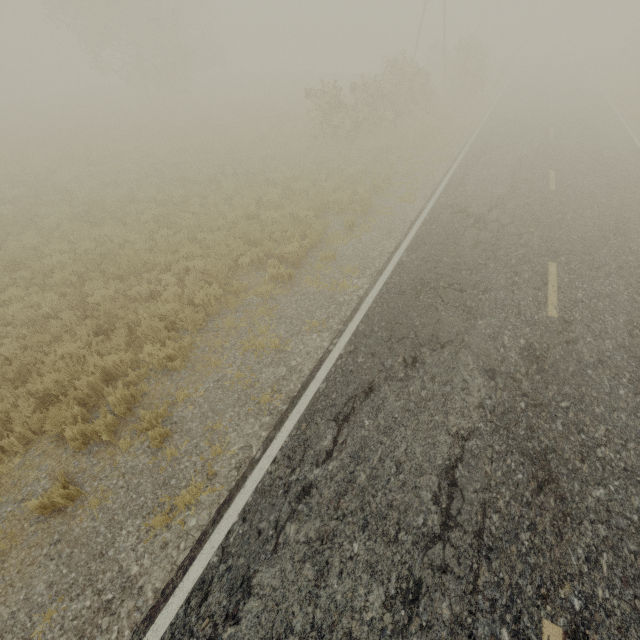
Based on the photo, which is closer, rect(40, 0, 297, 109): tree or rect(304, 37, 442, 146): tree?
rect(304, 37, 442, 146): tree

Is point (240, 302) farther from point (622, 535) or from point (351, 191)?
point (622, 535)

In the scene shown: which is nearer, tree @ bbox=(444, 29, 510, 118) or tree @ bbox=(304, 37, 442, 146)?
tree @ bbox=(304, 37, 442, 146)

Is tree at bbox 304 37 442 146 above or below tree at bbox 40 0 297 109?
below

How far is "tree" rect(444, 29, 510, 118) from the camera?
24.73m

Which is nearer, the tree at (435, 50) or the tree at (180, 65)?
the tree at (435, 50)

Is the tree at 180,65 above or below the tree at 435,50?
above
